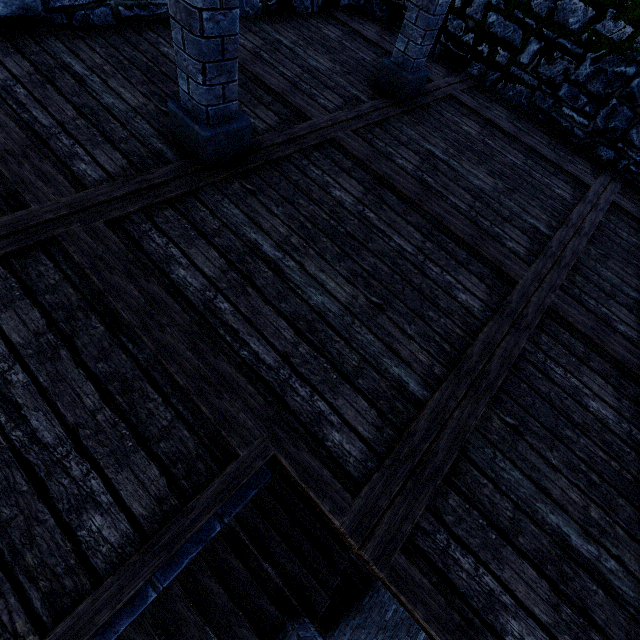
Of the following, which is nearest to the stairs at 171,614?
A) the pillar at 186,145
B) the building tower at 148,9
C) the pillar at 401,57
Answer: the building tower at 148,9

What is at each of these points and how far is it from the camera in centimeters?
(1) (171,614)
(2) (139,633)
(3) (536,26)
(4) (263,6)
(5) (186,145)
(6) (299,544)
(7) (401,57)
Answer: (1) stairs, 385cm
(2) stairs, 355cm
(3) building tower, 516cm
(4) building tower, 517cm
(5) pillar, 298cm
(6) stairs, 533cm
(7) pillar, 439cm

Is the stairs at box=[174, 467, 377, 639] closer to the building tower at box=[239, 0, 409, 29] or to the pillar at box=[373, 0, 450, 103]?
the building tower at box=[239, 0, 409, 29]

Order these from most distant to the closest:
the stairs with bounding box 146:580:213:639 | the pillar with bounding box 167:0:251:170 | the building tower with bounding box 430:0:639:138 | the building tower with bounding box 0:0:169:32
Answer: the building tower with bounding box 430:0:639:138
the stairs with bounding box 146:580:213:639
the building tower with bounding box 0:0:169:32
the pillar with bounding box 167:0:251:170

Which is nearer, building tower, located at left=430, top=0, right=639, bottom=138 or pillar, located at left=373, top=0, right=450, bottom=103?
pillar, located at left=373, top=0, right=450, bottom=103

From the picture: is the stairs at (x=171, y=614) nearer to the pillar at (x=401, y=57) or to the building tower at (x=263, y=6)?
the building tower at (x=263, y=6)

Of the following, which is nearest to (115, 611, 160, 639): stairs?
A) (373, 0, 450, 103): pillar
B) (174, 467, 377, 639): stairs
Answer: (174, 467, 377, 639): stairs
